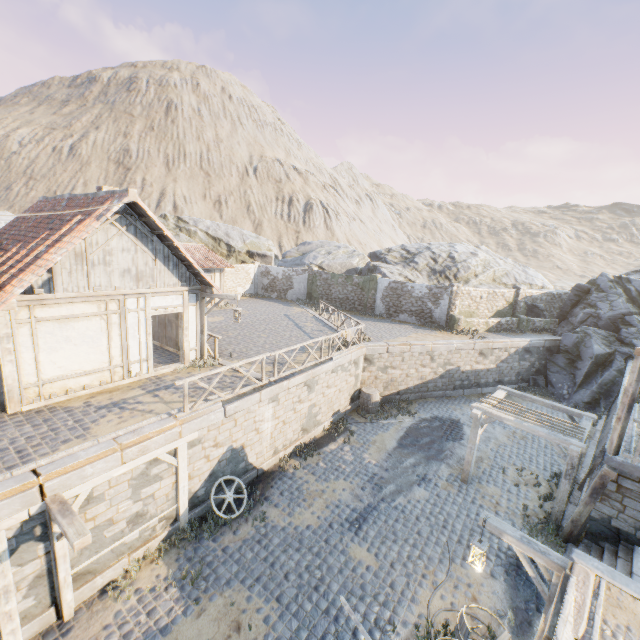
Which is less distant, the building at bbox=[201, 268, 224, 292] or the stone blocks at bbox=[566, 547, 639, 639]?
the stone blocks at bbox=[566, 547, 639, 639]

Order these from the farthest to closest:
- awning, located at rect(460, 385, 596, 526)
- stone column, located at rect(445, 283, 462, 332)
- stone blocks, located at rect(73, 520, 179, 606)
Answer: stone column, located at rect(445, 283, 462, 332) → awning, located at rect(460, 385, 596, 526) → stone blocks, located at rect(73, 520, 179, 606)

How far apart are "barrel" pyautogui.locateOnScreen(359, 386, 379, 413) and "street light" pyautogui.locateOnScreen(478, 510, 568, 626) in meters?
9.5 m

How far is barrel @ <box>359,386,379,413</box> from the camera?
16.41m

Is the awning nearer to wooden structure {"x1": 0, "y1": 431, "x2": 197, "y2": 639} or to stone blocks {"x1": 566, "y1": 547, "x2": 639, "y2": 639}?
stone blocks {"x1": 566, "y1": 547, "x2": 639, "y2": 639}

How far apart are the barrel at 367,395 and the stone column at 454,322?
8.0m

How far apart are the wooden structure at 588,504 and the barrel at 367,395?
8.2m

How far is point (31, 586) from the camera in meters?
6.4
